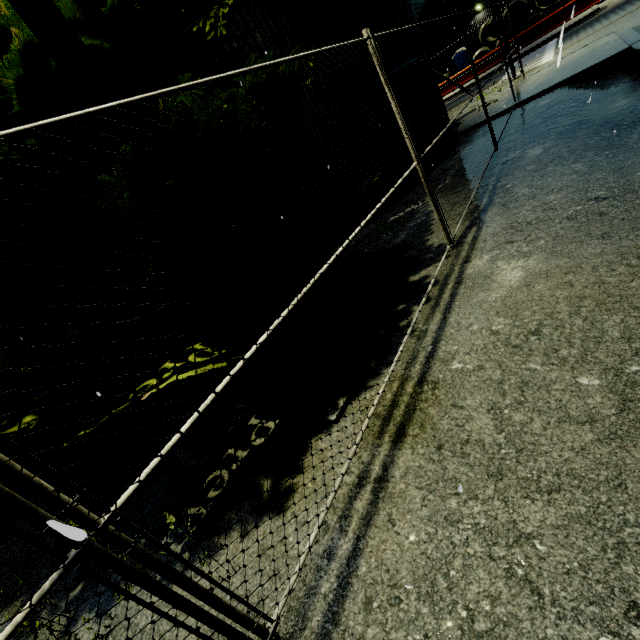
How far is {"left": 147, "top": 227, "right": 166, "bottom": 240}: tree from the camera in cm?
376

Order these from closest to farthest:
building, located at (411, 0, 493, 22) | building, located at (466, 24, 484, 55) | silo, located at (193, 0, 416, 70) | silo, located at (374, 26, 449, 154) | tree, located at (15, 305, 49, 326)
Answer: tree, located at (15, 305, 49, 326) < silo, located at (193, 0, 416, 70) < silo, located at (374, 26, 449, 154) < building, located at (411, 0, 493, 22) < building, located at (466, 24, 484, 55)

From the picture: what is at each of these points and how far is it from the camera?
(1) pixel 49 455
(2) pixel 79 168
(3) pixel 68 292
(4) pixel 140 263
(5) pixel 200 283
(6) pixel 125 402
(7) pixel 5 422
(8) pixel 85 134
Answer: (1) tree, 5.15m
(2) tree, 3.44m
(3) tree, 3.46m
(4) tree, 4.07m
(5) tree, 3.89m
(6) tree, 3.07m
(7) tree, 3.36m
(8) tree, 3.41m

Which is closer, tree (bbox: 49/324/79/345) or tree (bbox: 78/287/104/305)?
tree (bbox: 49/324/79/345)

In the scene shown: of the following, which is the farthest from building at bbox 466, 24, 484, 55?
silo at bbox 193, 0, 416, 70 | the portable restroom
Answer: the portable restroom

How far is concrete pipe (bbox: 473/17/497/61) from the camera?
30.6 meters

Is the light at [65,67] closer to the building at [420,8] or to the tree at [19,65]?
the tree at [19,65]

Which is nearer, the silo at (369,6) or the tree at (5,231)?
the tree at (5,231)
